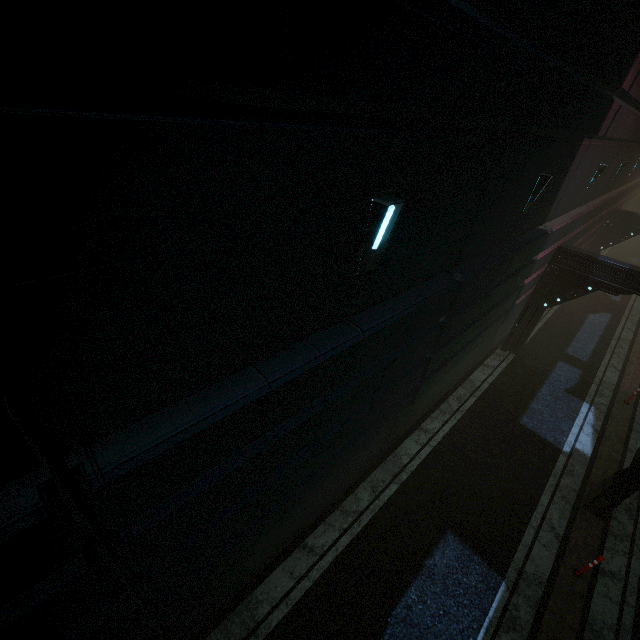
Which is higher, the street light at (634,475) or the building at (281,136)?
the building at (281,136)

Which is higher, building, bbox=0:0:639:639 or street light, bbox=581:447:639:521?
building, bbox=0:0:639:639

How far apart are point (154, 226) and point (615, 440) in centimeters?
1487cm

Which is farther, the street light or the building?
the street light

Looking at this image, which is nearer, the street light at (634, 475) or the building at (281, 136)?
the building at (281, 136)
